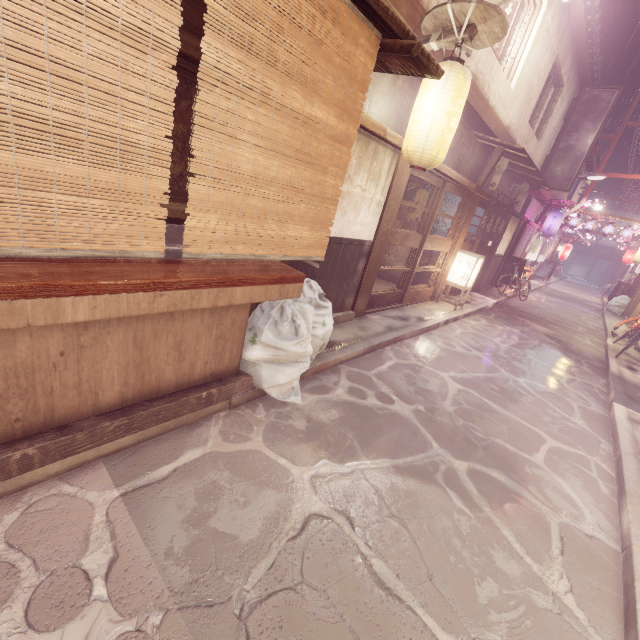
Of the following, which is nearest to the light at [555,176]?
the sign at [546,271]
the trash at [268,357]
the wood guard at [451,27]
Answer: the sign at [546,271]

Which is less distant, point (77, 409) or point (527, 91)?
point (77, 409)

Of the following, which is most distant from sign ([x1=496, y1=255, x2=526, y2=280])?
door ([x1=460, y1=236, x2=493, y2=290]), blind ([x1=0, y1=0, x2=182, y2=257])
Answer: blind ([x1=0, y1=0, x2=182, y2=257])

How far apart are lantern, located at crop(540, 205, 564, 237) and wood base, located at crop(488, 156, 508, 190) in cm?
1467

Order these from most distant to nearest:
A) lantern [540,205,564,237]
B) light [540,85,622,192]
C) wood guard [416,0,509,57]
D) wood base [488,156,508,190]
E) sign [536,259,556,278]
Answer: sign [536,259,556,278], lantern [540,205,564,237], light [540,85,622,192], wood base [488,156,508,190], wood guard [416,0,509,57]

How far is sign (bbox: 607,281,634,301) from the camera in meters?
32.1

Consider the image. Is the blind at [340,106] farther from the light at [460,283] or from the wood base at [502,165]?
the wood base at [502,165]

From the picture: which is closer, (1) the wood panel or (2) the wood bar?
(1) the wood panel
